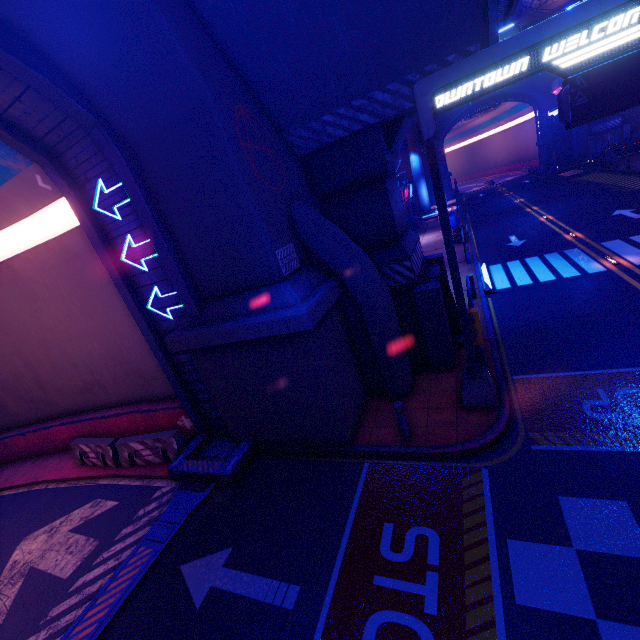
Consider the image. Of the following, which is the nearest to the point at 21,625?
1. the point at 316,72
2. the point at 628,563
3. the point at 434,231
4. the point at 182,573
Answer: the point at 182,573

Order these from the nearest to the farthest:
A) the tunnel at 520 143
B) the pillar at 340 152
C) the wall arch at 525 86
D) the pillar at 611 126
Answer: the pillar at 340 152 → the pillar at 611 126 → the wall arch at 525 86 → the tunnel at 520 143

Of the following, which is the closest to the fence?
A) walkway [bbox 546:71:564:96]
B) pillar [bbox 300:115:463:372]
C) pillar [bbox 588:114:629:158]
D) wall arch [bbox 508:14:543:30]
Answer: pillar [bbox 300:115:463:372]

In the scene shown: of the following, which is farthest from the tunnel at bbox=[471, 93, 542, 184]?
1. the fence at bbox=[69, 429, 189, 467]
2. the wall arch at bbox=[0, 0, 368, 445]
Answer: the fence at bbox=[69, 429, 189, 467]

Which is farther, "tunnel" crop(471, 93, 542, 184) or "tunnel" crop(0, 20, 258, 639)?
"tunnel" crop(471, 93, 542, 184)

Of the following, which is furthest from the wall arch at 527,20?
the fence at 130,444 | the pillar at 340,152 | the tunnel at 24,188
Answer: the fence at 130,444

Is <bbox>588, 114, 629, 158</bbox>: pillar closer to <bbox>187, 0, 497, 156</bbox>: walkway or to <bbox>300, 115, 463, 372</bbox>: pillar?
<bbox>187, 0, 497, 156</bbox>: walkway

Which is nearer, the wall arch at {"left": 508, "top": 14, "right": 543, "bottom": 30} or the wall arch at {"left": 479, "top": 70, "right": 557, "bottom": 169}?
the wall arch at {"left": 508, "top": 14, "right": 543, "bottom": 30}
